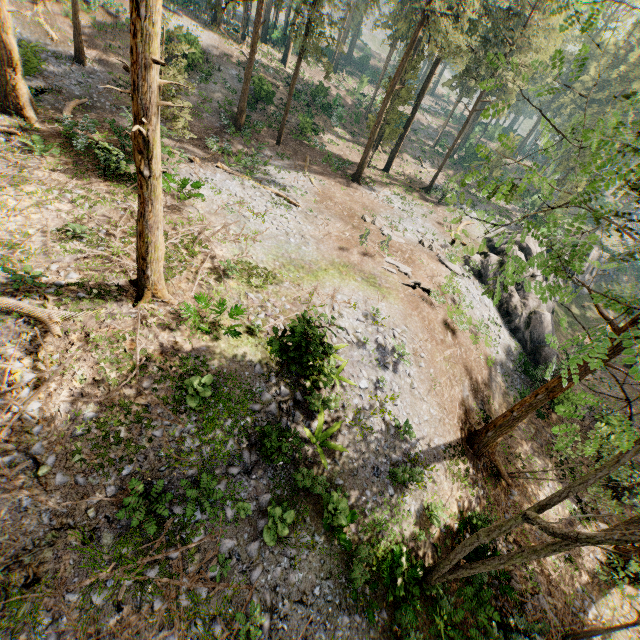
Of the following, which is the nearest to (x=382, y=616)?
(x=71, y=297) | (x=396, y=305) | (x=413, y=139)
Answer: (x=396, y=305)

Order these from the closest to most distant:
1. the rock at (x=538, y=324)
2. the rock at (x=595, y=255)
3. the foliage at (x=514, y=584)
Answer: the foliage at (x=514, y=584) → the rock at (x=538, y=324) → the rock at (x=595, y=255)

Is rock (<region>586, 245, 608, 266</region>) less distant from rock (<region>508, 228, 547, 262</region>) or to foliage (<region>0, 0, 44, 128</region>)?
rock (<region>508, 228, 547, 262</region>)

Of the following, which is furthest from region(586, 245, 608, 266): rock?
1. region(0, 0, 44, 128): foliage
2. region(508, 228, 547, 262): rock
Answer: region(0, 0, 44, 128): foliage

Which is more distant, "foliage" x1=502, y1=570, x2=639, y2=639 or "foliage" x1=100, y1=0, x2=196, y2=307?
"foliage" x1=502, y1=570, x2=639, y2=639

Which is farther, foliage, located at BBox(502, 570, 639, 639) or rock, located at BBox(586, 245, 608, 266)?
rock, located at BBox(586, 245, 608, 266)

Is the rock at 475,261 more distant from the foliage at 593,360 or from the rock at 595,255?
the foliage at 593,360
